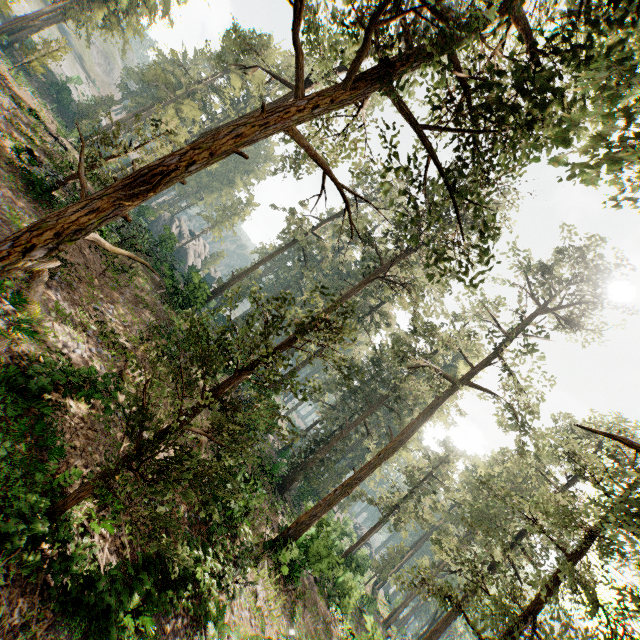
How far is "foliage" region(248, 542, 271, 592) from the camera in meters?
15.3 m

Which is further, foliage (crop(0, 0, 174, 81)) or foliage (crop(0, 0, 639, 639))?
foliage (crop(0, 0, 174, 81))

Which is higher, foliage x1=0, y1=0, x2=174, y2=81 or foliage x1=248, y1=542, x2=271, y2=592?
foliage x1=0, y1=0, x2=174, y2=81

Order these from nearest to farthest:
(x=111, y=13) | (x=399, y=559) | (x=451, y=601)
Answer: (x=451, y=601) < (x=111, y=13) < (x=399, y=559)

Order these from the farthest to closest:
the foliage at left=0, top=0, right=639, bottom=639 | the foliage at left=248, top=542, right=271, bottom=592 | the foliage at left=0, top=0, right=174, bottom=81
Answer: the foliage at left=0, top=0, right=174, bottom=81 < the foliage at left=248, top=542, right=271, bottom=592 < the foliage at left=0, top=0, right=639, bottom=639

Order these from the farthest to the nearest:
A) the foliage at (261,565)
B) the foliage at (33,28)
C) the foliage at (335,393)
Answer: the foliage at (33,28) < the foliage at (261,565) < the foliage at (335,393)

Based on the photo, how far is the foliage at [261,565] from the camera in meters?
15.3 m
